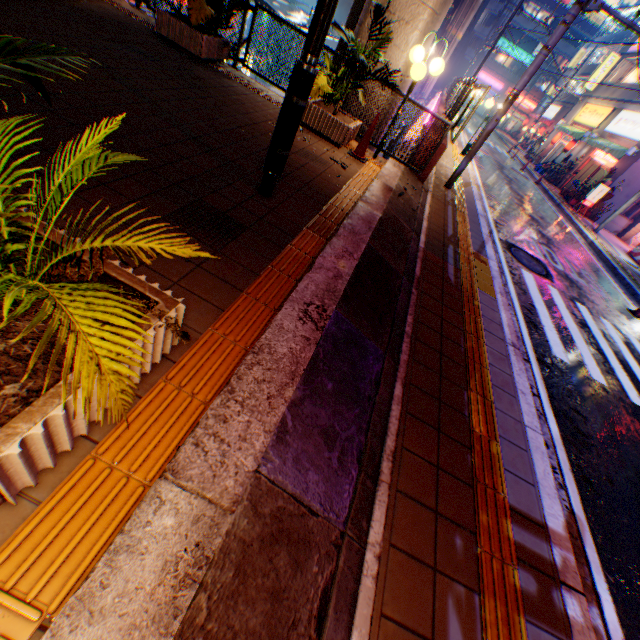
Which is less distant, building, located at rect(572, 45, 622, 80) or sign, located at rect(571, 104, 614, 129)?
sign, located at rect(571, 104, 614, 129)

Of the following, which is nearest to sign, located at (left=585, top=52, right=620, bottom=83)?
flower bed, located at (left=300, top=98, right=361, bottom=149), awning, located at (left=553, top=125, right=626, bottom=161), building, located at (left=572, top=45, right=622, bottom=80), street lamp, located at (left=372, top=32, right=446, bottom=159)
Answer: building, located at (left=572, top=45, right=622, bottom=80)

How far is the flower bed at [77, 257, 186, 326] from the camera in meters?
1.7

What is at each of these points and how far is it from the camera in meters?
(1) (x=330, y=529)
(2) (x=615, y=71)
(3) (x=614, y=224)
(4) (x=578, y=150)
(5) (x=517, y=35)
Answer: (1) concrete curb, 1.8
(2) building, 25.1
(3) ventilation tube, 18.5
(4) building, 23.9
(5) building, 50.7

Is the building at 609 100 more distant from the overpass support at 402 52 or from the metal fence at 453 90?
the overpass support at 402 52

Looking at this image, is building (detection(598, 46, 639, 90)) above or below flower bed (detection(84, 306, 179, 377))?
above

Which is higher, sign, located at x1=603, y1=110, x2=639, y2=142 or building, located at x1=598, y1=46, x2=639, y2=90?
building, located at x1=598, y1=46, x2=639, y2=90

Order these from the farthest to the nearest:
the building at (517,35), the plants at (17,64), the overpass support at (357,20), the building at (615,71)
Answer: the building at (517,35) < the building at (615,71) < the overpass support at (357,20) < the plants at (17,64)
